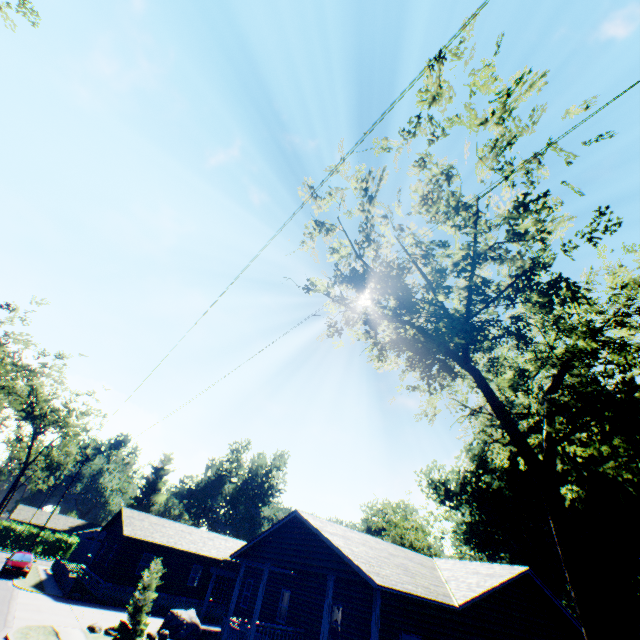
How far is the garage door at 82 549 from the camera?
56.0m

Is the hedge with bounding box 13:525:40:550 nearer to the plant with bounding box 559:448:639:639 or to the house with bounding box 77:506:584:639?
the house with bounding box 77:506:584:639

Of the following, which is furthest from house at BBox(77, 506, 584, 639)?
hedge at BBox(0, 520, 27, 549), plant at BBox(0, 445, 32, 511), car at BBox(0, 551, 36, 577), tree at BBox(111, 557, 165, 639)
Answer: plant at BBox(0, 445, 32, 511)

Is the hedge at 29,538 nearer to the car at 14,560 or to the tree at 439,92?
the car at 14,560

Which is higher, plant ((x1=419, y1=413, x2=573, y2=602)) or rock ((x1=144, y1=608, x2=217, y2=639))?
plant ((x1=419, y1=413, x2=573, y2=602))

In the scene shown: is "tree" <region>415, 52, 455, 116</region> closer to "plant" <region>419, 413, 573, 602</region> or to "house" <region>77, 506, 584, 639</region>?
"plant" <region>419, 413, 573, 602</region>

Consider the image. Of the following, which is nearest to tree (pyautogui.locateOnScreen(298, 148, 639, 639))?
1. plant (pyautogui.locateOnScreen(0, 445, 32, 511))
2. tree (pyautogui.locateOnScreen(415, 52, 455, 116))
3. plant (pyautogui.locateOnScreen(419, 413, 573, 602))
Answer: plant (pyautogui.locateOnScreen(419, 413, 573, 602))

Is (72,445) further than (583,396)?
Yes
